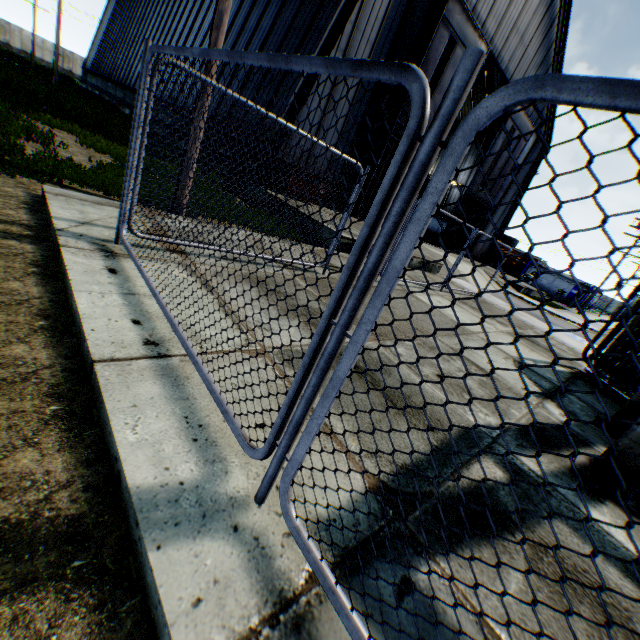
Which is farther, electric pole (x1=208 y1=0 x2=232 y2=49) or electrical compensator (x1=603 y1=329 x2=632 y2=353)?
electrical compensator (x1=603 y1=329 x2=632 y2=353)

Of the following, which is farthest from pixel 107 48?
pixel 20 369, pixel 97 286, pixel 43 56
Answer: pixel 20 369

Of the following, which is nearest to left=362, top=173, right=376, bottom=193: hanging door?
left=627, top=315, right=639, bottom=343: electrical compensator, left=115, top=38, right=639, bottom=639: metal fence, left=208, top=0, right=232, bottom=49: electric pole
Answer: left=115, top=38, right=639, bottom=639: metal fence

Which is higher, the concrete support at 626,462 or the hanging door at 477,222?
A: the hanging door at 477,222

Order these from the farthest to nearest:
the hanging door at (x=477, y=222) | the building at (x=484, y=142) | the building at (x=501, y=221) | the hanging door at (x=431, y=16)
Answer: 1. the building at (x=484, y=142)
2. the building at (x=501, y=221)
3. the hanging door at (x=477, y=222)
4. the hanging door at (x=431, y=16)

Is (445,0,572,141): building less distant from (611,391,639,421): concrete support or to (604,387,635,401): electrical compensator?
(604,387,635,401): electrical compensator

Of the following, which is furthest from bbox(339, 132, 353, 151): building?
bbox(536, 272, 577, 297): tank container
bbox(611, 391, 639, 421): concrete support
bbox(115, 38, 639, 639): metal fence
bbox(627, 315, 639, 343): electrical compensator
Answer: bbox(611, 391, 639, 421): concrete support

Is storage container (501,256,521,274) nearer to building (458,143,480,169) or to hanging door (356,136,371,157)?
building (458,143,480,169)
